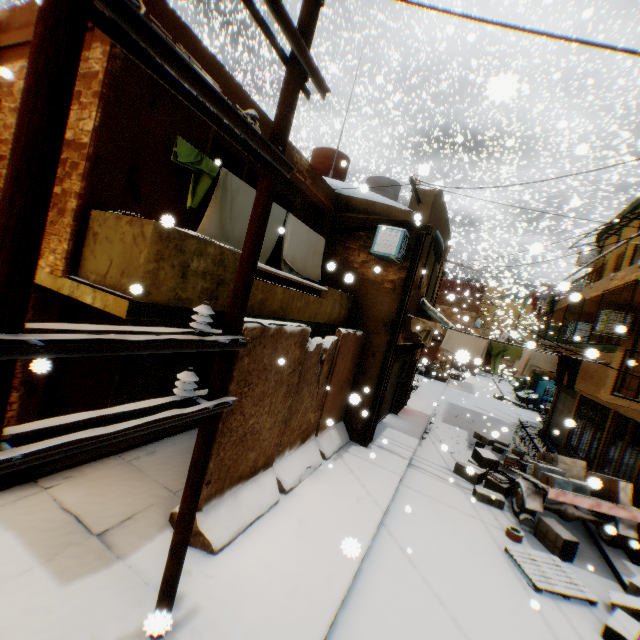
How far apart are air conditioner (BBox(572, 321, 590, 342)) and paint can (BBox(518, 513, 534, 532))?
9.5 meters

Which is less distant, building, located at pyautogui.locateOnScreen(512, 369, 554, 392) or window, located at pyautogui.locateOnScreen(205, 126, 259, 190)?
window, located at pyautogui.locateOnScreen(205, 126, 259, 190)

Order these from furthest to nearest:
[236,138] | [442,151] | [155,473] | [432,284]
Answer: [442,151], [432,284], [155,473], [236,138]

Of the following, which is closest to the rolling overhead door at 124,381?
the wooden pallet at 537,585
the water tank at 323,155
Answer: the wooden pallet at 537,585

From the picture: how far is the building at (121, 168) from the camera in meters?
4.0 m

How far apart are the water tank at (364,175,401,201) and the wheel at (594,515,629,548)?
11.70m

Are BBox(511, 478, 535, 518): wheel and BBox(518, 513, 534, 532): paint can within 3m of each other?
yes

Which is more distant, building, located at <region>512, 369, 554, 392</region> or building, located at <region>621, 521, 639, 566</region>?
building, located at <region>512, 369, 554, 392</region>
